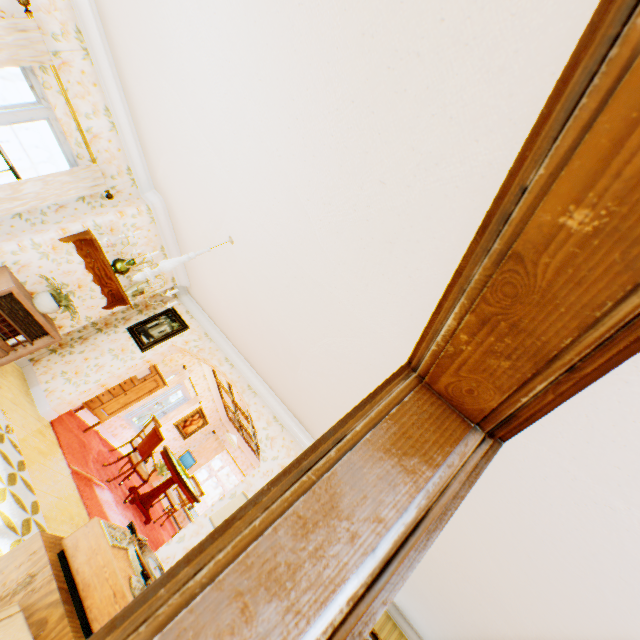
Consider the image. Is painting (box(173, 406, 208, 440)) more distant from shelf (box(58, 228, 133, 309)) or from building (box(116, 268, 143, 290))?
shelf (box(58, 228, 133, 309))

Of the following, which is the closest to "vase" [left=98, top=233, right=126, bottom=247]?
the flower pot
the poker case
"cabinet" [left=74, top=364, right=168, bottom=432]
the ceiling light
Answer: the flower pot

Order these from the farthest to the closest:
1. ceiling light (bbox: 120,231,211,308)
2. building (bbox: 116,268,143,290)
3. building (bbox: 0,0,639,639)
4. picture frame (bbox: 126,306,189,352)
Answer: picture frame (bbox: 126,306,189,352) < building (bbox: 116,268,143,290) < ceiling light (bbox: 120,231,211,308) < building (bbox: 0,0,639,639)

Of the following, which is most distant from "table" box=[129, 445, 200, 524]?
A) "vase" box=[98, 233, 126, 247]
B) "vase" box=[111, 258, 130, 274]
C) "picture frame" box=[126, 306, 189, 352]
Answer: "vase" box=[98, 233, 126, 247]

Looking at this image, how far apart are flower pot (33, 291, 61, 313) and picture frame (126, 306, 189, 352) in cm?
160

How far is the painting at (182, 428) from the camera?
10.53m

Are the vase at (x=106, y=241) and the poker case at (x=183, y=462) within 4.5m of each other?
no

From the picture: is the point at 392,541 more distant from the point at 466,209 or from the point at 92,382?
the point at 92,382
